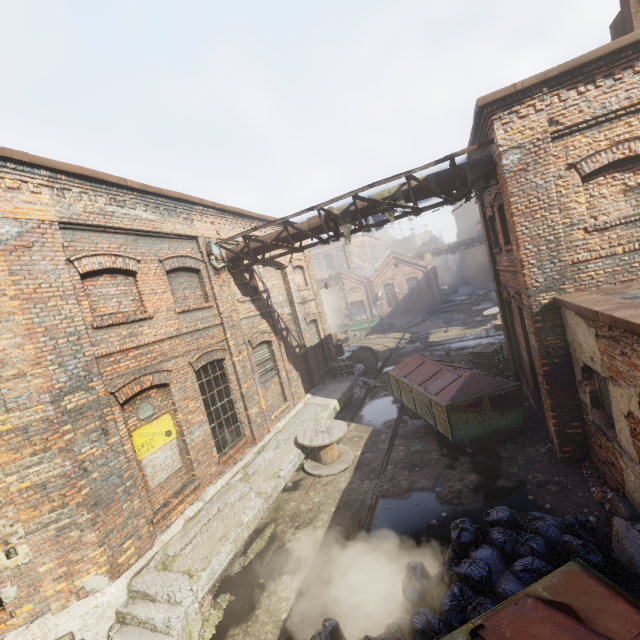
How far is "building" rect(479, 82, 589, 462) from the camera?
6.43m

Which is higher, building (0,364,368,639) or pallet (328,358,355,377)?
pallet (328,358,355,377)

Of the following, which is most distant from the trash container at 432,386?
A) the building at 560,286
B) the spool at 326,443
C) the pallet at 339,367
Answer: the pallet at 339,367

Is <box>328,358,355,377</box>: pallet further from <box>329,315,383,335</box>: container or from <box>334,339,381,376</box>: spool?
<box>329,315,383,335</box>: container

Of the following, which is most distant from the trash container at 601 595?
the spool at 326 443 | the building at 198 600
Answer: the spool at 326 443

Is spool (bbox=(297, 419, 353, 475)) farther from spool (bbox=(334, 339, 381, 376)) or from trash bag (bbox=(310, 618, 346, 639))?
spool (bbox=(334, 339, 381, 376))

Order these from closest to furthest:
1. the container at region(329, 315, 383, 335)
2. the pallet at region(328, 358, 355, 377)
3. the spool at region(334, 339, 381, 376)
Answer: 1. the pallet at region(328, 358, 355, 377)
2. the spool at region(334, 339, 381, 376)
3. the container at region(329, 315, 383, 335)

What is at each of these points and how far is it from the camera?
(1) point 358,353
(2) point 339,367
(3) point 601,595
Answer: (1) spool, 17.47m
(2) pallet, 15.43m
(3) trash container, 2.97m
